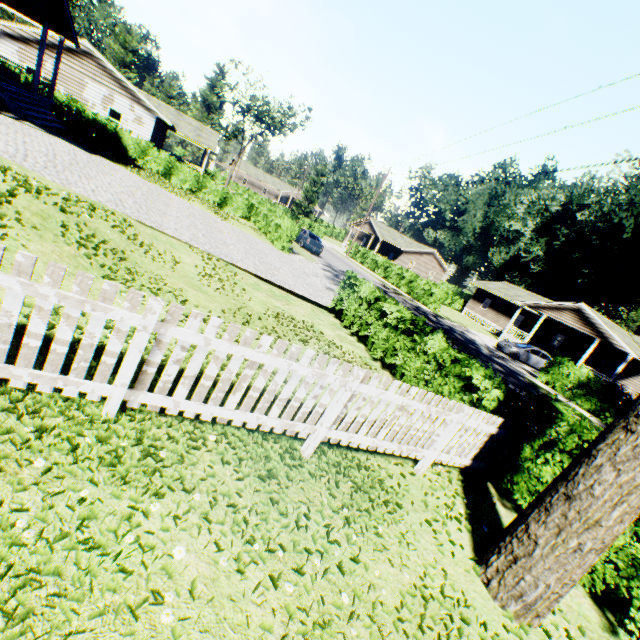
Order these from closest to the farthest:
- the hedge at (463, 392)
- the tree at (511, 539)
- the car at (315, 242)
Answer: the tree at (511, 539) < the hedge at (463, 392) < the car at (315, 242)

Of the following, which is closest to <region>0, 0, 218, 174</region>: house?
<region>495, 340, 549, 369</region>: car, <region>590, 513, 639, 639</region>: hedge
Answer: <region>590, 513, 639, 639</region>: hedge

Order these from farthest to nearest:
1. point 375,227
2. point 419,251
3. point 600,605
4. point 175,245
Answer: point 419,251, point 375,227, point 175,245, point 600,605

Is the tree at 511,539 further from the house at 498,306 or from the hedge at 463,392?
the house at 498,306

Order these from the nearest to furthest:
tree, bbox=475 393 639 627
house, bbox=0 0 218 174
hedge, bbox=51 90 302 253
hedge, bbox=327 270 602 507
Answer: tree, bbox=475 393 639 627 → hedge, bbox=327 270 602 507 → house, bbox=0 0 218 174 → hedge, bbox=51 90 302 253

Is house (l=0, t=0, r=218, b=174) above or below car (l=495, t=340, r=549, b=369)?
above

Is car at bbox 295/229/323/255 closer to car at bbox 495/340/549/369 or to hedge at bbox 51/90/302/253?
hedge at bbox 51/90/302/253

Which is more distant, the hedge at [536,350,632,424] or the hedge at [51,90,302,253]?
the hedge at [51,90,302,253]
